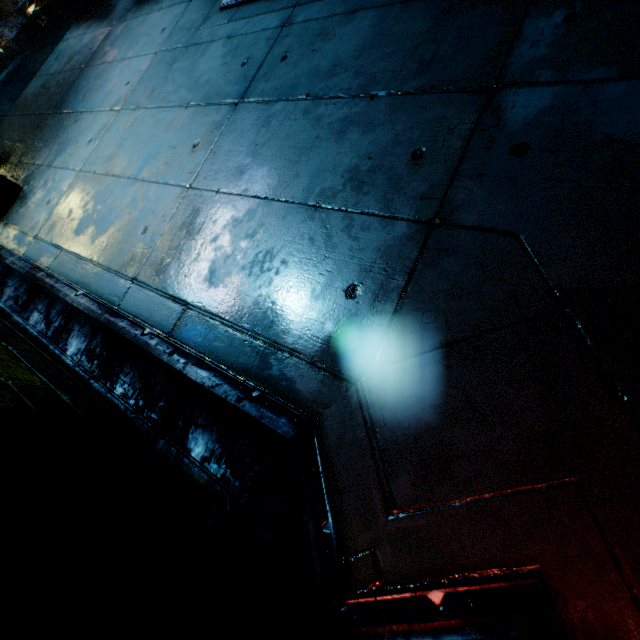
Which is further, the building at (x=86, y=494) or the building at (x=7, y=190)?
the building at (x=7, y=190)

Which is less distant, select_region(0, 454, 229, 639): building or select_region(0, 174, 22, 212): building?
select_region(0, 454, 229, 639): building

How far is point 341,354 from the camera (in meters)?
1.57
